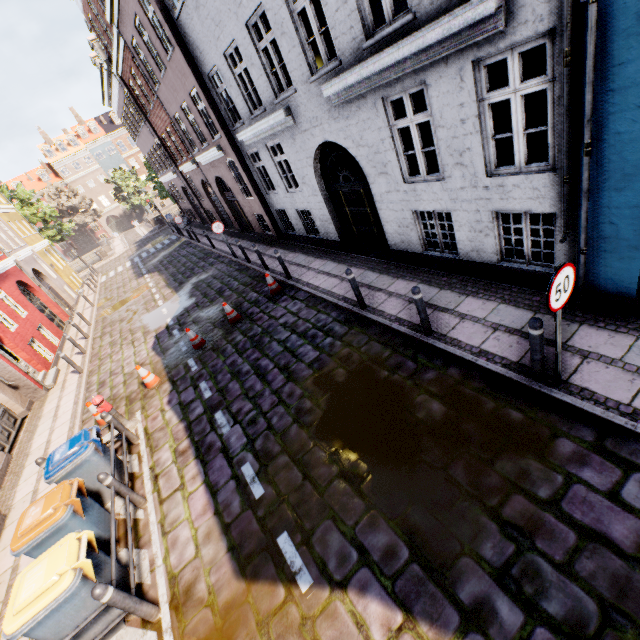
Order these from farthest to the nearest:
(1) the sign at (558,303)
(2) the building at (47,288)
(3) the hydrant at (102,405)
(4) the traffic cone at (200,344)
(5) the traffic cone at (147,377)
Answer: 1. (2) the building at (47,288)
2. (4) the traffic cone at (200,344)
3. (5) the traffic cone at (147,377)
4. (3) the hydrant at (102,405)
5. (1) the sign at (558,303)

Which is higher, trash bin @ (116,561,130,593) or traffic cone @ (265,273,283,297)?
trash bin @ (116,561,130,593)

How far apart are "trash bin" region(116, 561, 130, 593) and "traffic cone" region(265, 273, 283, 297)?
7.5 meters

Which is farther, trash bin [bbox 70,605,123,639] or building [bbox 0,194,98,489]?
building [bbox 0,194,98,489]

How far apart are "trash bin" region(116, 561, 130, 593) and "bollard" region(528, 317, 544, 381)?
6.3 meters

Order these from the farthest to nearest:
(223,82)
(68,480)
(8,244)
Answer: (8,244) < (223,82) < (68,480)

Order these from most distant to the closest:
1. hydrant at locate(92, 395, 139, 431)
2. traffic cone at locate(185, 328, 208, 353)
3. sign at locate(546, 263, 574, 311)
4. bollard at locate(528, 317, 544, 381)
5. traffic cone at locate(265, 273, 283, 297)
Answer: traffic cone at locate(265, 273, 283, 297)
traffic cone at locate(185, 328, 208, 353)
hydrant at locate(92, 395, 139, 431)
bollard at locate(528, 317, 544, 381)
sign at locate(546, 263, 574, 311)

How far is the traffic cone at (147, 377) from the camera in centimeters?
908cm
